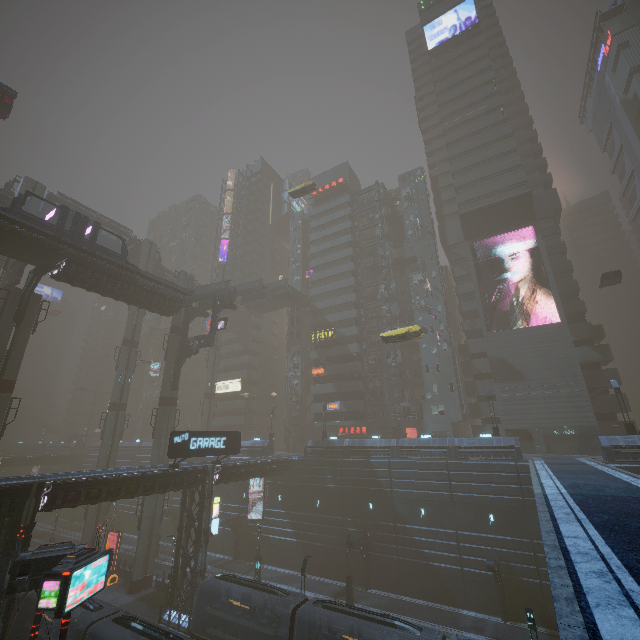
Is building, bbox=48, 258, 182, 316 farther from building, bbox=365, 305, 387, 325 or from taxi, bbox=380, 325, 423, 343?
building, bbox=365, 305, 387, 325

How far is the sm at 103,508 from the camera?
38.0m

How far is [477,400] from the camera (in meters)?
44.94

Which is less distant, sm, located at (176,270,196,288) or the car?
the car

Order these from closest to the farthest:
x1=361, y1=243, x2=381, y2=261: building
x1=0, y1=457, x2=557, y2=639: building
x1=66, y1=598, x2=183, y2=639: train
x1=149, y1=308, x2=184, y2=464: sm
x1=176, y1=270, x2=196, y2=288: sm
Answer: x1=66, y1=598, x2=183, y2=639: train
x1=0, y1=457, x2=557, y2=639: building
x1=149, y1=308, x2=184, y2=464: sm
x1=176, y1=270, x2=196, y2=288: sm
x1=361, y1=243, x2=381, y2=261: building

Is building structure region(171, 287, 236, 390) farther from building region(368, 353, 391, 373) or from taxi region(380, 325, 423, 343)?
building region(368, 353, 391, 373)

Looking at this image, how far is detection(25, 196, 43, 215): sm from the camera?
39.2 meters
